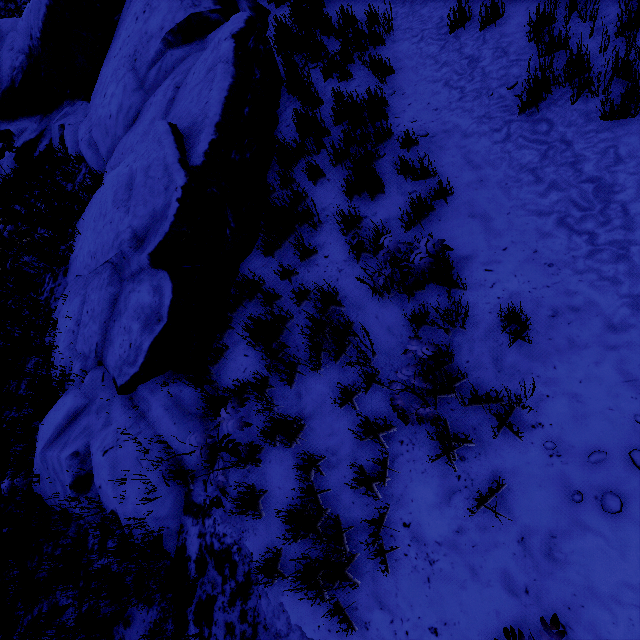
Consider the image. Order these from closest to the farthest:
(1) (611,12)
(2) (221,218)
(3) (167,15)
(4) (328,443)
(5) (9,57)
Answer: (4) (328,443) < (1) (611,12) < (2) (221,218) < (3) (167,15) < (5) (9,57)
